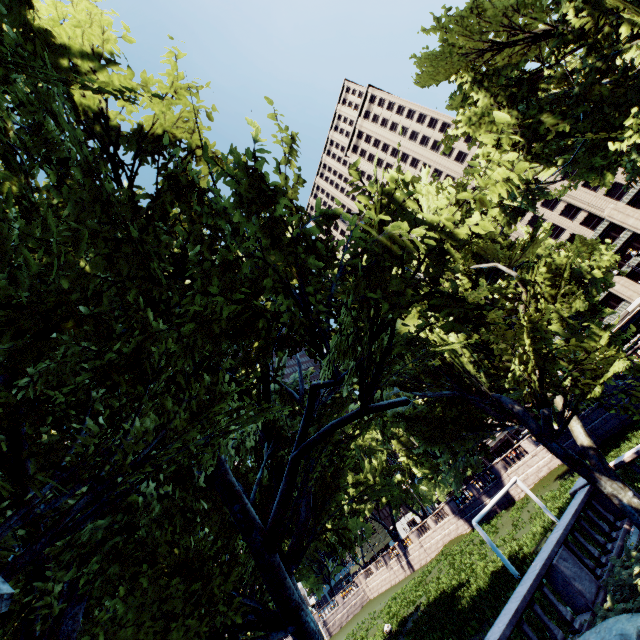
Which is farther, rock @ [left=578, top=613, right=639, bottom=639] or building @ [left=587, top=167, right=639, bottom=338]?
building @ [left=587, top=167, right=639, bottom=338]

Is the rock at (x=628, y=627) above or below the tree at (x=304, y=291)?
below

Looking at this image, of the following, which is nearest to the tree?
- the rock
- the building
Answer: the rock

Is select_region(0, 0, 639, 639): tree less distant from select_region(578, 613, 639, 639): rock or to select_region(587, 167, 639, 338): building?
select_region(578, 613, 639, 639): rock

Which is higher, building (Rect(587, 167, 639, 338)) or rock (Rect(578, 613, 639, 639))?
building (Rect(587, 167, 639, 338))

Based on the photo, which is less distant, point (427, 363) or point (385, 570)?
point (427, 363)

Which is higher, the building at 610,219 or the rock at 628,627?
the building at 610,219
